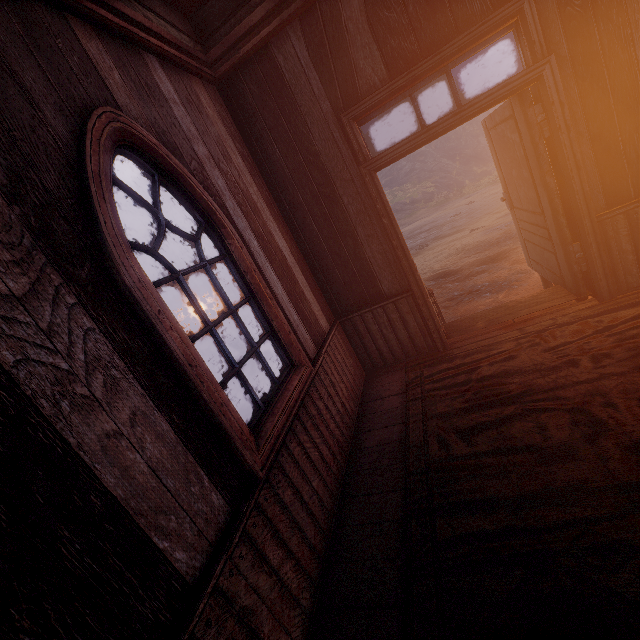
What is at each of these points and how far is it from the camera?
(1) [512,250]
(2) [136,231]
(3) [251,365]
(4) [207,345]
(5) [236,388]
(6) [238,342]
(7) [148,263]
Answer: (1) z, 8.65m
(2) z, 33.91m
(3) z, 10.62m
(4) well, 5.98m
(5) well, 6.81m
(6) z, 14.98m
(7) z, 30.36m

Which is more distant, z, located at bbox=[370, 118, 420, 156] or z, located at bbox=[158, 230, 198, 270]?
z, located at bbox=[370, 118, 420, 156]

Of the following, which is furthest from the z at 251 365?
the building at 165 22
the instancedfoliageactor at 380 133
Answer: the instancedfoliageactor at 380 133

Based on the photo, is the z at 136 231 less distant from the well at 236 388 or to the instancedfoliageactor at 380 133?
the well at 236 388

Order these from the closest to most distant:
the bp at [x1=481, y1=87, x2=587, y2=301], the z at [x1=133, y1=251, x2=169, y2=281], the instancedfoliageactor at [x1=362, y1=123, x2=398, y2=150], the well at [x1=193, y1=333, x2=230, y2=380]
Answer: the bp at [x1=481, y1=87, x2=587, y2=301]
the well at [x1=193, y1=333, x2=230, y2=380]
the z at [x1=133, y1=251, x2=169, y2=281]
the instancedfoliageactor at [x1=362, y1=123, x2=398, y2=150]

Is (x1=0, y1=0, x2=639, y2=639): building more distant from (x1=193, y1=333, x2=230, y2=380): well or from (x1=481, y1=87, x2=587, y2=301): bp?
(x1=193, y1=333, x2=230, y2=380): well

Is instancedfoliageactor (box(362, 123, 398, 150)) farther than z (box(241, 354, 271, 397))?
Yes
